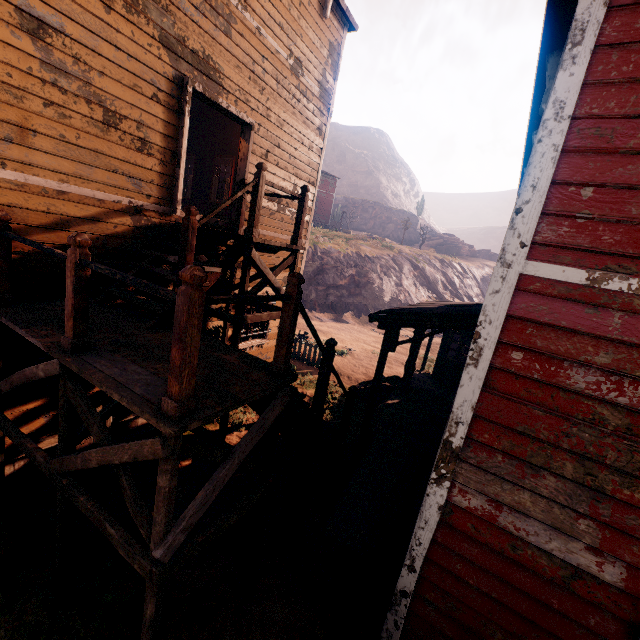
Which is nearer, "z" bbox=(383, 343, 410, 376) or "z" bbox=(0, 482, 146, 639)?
"z" bbox=(0, 482, 146, 639)

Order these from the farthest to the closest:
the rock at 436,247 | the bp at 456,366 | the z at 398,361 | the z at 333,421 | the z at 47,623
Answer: the rock at 436,247 → the z at 398,361 → the bp at 456,366 → the z at 333,421 → the z at 47,623

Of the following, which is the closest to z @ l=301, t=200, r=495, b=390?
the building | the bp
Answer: the building

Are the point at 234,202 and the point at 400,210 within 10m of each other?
no

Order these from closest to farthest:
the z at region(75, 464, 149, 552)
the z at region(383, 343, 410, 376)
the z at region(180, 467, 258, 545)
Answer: the z at region(75, 464, 149, 552), the z at region(180, 467, 258, 545), the z at region(383, 343, 410, 376)

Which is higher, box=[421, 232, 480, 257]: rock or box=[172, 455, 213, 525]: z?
box=[421, 232, 480, 257]: rock

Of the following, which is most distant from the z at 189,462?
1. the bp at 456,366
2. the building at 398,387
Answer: the bp at 456,366

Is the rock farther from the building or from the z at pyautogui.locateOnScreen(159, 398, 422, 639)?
the building
